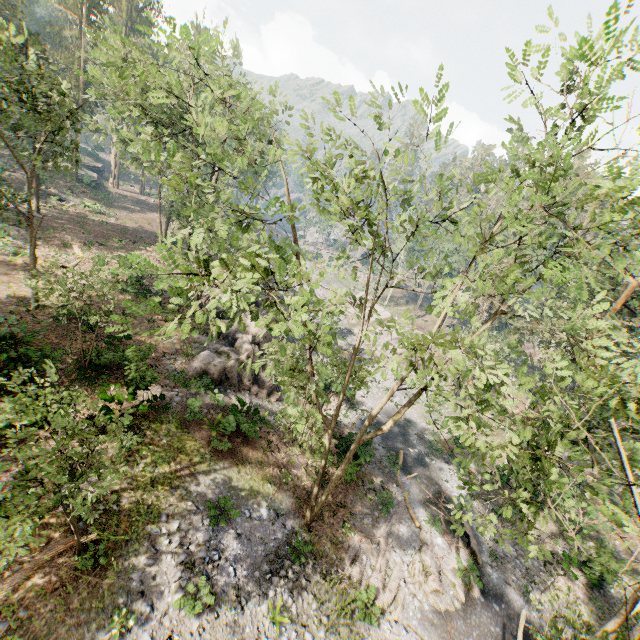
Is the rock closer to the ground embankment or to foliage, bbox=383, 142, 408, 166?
foliage, bbox=383, 142, 408, 166

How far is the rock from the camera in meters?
21.2

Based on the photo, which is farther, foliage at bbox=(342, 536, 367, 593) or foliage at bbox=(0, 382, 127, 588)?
foliage at bbox=(342, 536, 367, 593)

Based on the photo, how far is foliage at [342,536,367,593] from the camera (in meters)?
15.33

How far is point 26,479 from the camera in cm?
664

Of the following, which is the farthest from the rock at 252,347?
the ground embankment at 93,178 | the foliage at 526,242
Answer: the ground embankment at 93,178

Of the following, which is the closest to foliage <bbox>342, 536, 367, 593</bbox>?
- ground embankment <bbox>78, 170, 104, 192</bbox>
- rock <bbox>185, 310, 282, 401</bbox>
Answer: rock <bbox>185, 310, 282, 401</bbox>
